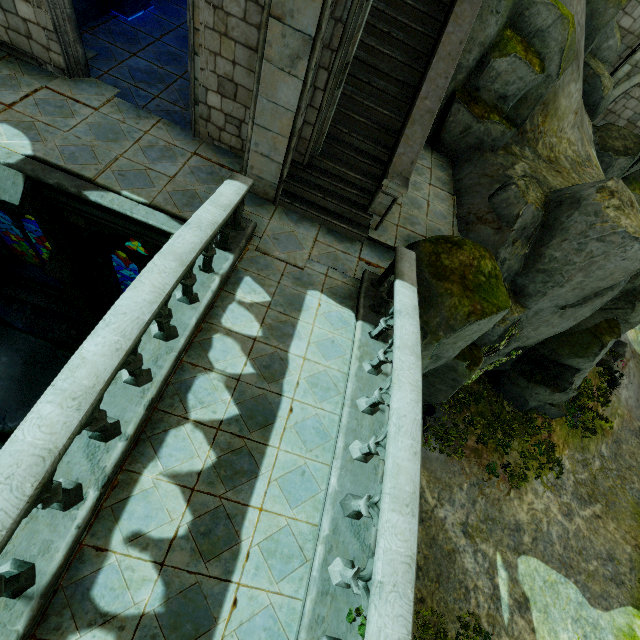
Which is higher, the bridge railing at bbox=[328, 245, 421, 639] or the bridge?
the bridge railing at bbox=[328, 245, 421, 639]

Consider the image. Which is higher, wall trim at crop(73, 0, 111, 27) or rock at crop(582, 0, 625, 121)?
rock at crop(582, 0, 625, 121)

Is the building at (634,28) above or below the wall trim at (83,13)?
above

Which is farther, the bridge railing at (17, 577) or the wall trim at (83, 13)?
the wall trim at (83, 13)

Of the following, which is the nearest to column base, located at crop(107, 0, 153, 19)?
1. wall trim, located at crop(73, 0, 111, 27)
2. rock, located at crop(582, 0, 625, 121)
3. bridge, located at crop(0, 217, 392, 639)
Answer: wall trim, located at crop(73, 0, 111, 27)

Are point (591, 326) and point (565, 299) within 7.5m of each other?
yes

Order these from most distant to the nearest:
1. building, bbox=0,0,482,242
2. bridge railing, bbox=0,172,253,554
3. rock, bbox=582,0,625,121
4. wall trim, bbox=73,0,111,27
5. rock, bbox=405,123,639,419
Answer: rock, bbox=582,0,625,121, wall trim, bbox=73,0,111,27, rock, bbox=405,123,639,419, building, bbox=0,0,482,242, bridge railing, bbox=0,172,253,554

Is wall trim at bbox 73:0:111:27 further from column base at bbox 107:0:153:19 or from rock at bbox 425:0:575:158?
rock at bbox 425:0:575:158
